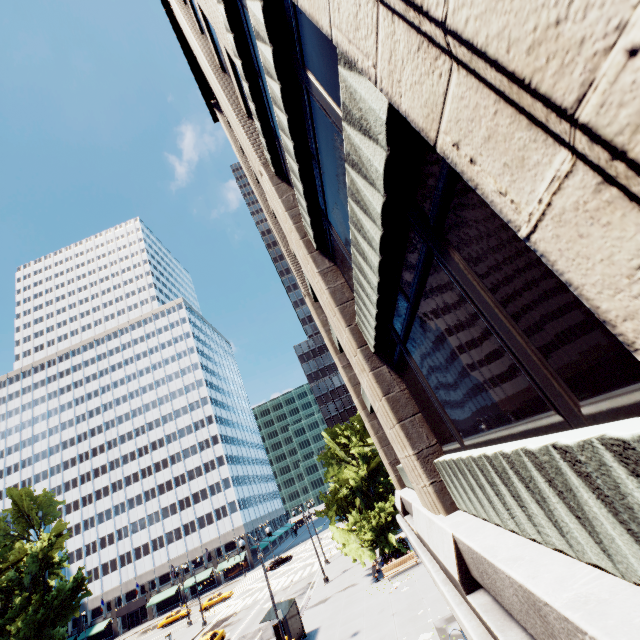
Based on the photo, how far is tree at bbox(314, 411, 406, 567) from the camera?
27.9m

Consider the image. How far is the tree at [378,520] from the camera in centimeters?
2789cm

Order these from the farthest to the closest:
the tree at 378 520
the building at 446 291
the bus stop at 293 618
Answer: the tree at 378 520
the bus stop at 293 618
the building at 446 291

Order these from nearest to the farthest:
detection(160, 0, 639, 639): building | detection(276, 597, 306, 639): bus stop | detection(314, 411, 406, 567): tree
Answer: detection(160, 0, 639, 639): building → detection(276, 597, 306, 639): bus stop → detection(314, 411, 406, 567): tree

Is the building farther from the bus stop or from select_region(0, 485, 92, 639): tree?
the bus stop

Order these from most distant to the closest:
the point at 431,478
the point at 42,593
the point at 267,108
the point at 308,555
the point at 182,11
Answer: the point at 308,555 < the point at 42,593 < the point at 182,11 < the point at 267,108 < the point at 431,478

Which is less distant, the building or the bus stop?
the building
